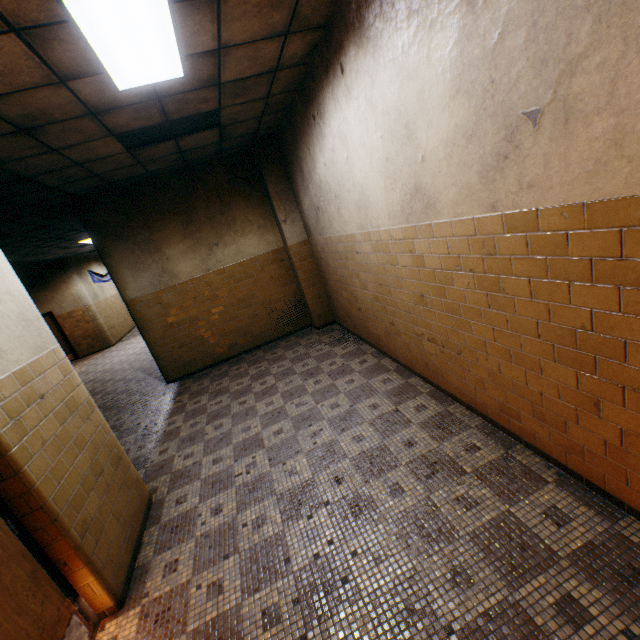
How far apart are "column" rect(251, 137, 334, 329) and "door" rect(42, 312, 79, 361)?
11.8m

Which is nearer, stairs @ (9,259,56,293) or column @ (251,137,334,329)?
column @ (251,137,334,329)

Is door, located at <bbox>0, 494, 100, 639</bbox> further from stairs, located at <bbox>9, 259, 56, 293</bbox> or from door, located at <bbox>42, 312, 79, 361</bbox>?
door, located at <bbox>42, 312, 79, 361</bbox>

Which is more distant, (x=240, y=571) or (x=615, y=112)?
(x=240, y=571)

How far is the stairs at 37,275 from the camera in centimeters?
1048cm

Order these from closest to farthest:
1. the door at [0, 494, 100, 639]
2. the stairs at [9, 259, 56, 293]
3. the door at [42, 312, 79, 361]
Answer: the door at [0, 494, 100, 639], the stairs at [9, 259, 56, 293], the door at [42, 312, 79, 361]

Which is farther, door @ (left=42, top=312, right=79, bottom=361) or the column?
door @ (left=42, top=312, right=79, bottom=361)

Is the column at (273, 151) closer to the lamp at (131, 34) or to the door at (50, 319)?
the lamp at (131, 34)
